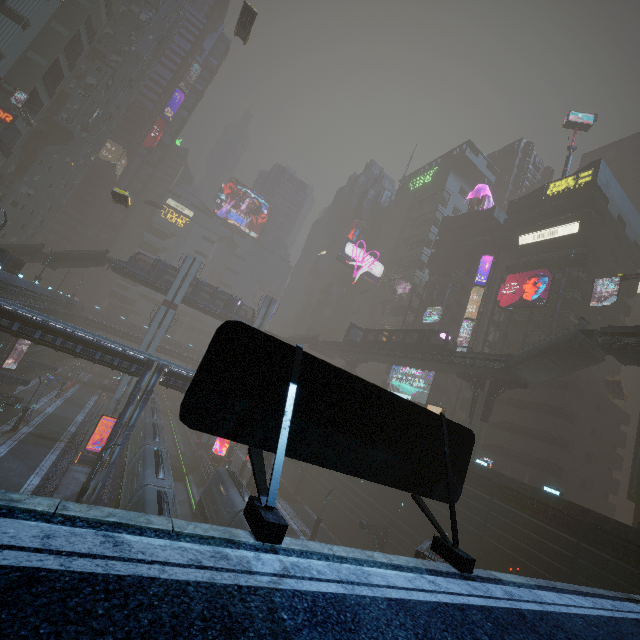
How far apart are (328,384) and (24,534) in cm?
490

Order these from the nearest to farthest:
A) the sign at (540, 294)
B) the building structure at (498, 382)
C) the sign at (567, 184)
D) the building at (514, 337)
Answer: the building structure at (498, 382) < the sign at (540, 294) < the building at (514, 337) < the sign at (567, 184)

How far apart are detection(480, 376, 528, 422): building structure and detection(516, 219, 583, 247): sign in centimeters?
2271cm

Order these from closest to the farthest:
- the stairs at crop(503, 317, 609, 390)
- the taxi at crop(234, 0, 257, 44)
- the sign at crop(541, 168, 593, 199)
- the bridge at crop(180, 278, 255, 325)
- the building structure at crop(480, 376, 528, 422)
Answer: the stairs at crop(503, 317, 609, 390)
the building structure at crop(480, 376, 528, 422)
the taxi at crop(234, 0, 257, 44)
the sign at crop(541, 168, 593, 199)
the bridge at crop(180, 278, 255, 325)

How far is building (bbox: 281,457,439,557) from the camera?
30.64m

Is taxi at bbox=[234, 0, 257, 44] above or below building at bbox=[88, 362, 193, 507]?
above

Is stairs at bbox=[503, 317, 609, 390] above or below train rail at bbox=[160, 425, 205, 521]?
above

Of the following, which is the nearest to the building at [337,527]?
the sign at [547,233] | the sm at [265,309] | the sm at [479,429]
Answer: the sign at [547,233]
